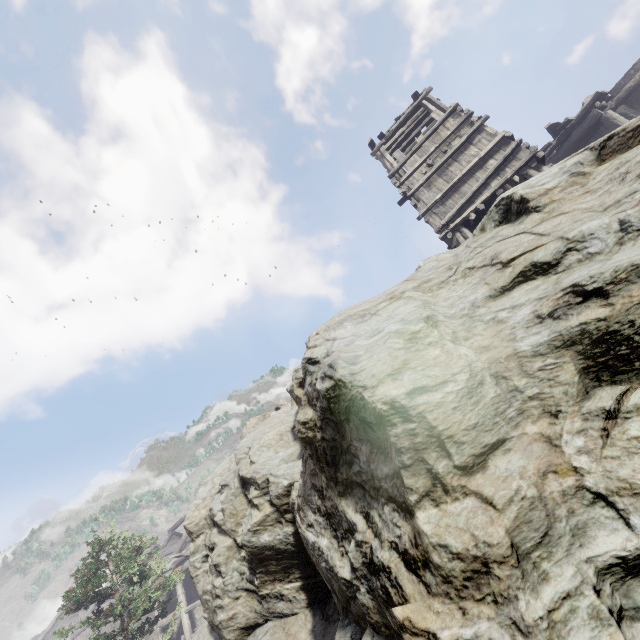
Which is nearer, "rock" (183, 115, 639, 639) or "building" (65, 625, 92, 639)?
"rock" (183, 115, 639, 639)

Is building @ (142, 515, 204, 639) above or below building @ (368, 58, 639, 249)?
below

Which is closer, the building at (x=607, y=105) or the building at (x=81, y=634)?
the building at (x=607, y=105)

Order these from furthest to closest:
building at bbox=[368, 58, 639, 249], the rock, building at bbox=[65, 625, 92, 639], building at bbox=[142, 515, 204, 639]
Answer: building at bbox=[65, 625, 92, 639] < building at bbox=[142, 515, 204, 639] < building at bbox=[368, 58, 639, 249] < the rock

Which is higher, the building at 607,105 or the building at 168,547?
the building at 607,105

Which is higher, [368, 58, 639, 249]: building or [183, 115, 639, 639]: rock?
[368, 58, 639, 249]: building

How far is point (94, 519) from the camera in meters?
14.2 m
